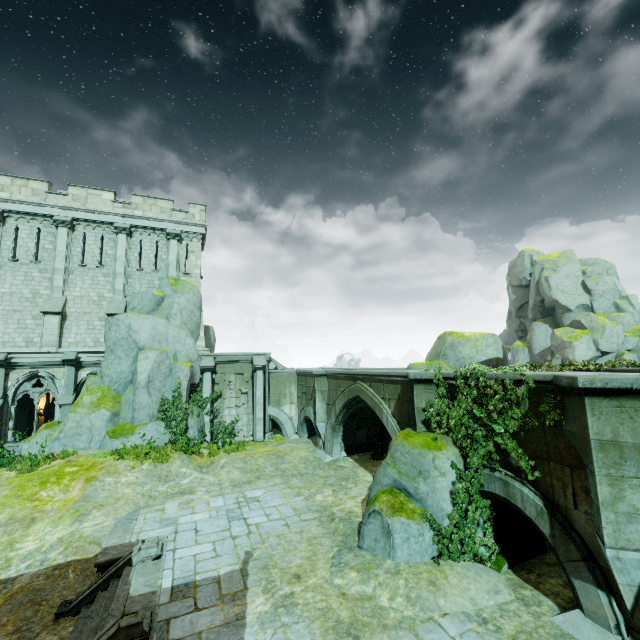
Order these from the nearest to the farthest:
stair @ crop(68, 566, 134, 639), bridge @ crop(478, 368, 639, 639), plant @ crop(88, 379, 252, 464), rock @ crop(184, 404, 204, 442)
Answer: bridge @ crop(478, 368, 639, 639) < stair @ crop(68, 566, 134, 639) < plant @ crop(88, 379, 252, 464) < rock @ crop(184, 404, 204, 442)

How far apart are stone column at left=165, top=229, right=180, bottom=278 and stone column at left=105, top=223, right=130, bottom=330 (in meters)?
2.02

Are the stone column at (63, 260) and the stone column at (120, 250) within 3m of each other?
yes

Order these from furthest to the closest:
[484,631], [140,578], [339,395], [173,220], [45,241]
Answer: [173,220], [45,241], [339,395], [140,578], [484,631]

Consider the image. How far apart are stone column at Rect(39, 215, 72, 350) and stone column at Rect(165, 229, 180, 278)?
5.2m

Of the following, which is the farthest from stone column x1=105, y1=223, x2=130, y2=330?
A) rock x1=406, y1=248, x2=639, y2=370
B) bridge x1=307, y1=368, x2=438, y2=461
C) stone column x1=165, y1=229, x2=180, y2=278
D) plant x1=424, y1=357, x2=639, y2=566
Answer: rock x1=406, y1=248, x2=639, y2=370

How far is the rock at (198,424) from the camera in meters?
19.3 m

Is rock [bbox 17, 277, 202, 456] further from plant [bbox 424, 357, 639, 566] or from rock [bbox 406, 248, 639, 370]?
plant [bbox 424, 357, 639, 566]
